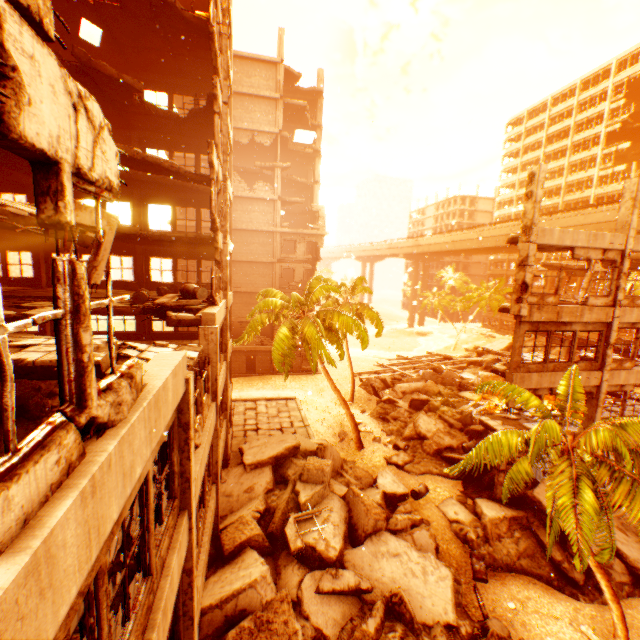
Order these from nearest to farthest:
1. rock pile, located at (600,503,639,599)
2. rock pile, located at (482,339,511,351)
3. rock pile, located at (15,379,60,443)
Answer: rock pile, located at (15,379,60,443), rock pile, located at (600,503,639,599), rock pile, located at (482,339,511,351)

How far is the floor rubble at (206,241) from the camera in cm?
1477

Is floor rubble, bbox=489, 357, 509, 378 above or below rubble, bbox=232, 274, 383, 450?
below

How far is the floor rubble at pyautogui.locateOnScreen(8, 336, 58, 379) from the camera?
5.35m

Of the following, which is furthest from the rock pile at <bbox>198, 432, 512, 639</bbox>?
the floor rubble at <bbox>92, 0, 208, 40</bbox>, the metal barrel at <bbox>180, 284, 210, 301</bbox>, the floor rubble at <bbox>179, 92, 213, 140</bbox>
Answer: the floor rubble at <bbox>179, 92, 213, 140</bbox>

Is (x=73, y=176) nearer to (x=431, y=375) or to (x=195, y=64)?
(x=195, y=64)

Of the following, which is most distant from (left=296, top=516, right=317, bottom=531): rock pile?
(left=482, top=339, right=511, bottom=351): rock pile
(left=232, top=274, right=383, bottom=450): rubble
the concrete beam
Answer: the concrete beam

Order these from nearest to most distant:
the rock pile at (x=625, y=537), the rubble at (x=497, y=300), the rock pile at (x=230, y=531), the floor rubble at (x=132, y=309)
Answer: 1. the rock pile at (x=230, y=531)
2. the floor rubble at (x=132, y=309)
3. the rock pile at (x=625, y=537)
4. the rubble at (x=497, y=300)
